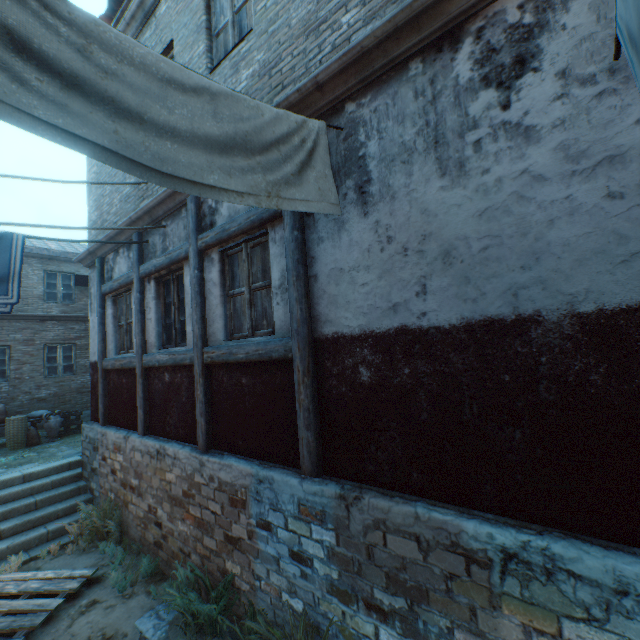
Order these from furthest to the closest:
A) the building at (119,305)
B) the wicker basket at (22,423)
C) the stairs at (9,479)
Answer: the wicker basket at (22,423) < the building at (119,305) < the stairs at (9,479)

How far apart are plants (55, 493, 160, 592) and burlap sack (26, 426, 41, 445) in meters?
5.0 m

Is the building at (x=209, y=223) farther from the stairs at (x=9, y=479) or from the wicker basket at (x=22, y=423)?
the wicker basket at (x=22, y=423)

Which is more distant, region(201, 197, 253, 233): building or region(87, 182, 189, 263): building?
region(87, 182, 189, 263): building

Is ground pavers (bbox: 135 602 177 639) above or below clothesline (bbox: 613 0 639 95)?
below

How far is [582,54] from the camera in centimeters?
206cm

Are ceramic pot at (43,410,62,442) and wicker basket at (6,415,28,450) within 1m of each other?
yes
